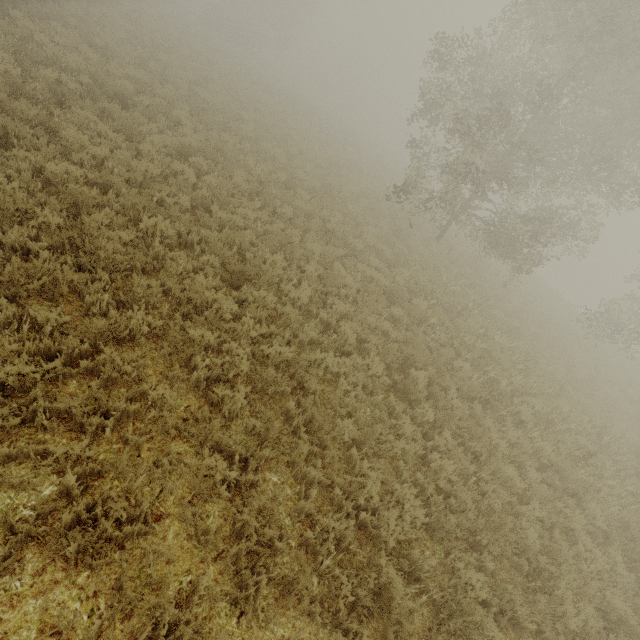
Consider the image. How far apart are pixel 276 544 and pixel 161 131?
12.56m
